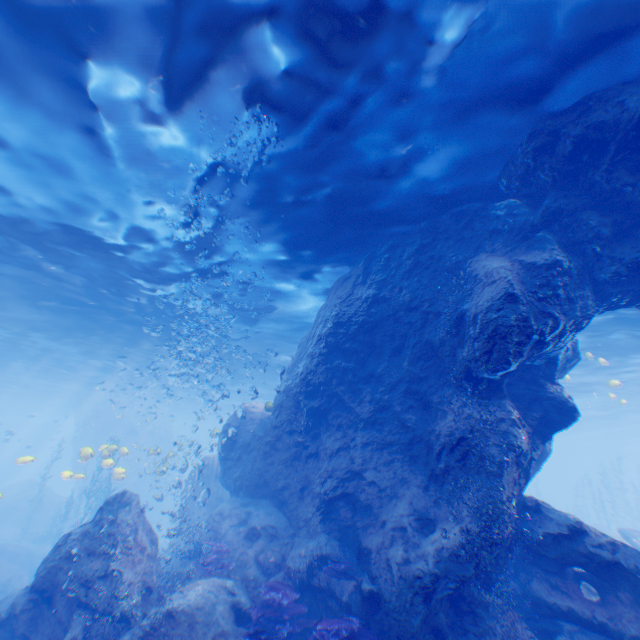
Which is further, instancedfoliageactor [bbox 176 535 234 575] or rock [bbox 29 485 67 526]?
rock [bbox 29 485 67 526]

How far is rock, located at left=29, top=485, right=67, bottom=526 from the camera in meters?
29.8

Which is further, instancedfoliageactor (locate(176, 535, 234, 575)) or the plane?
the plane

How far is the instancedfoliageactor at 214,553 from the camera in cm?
903

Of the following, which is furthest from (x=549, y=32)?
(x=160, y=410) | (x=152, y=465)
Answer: (x=160, y=410)

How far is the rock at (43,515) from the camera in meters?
29.8 m

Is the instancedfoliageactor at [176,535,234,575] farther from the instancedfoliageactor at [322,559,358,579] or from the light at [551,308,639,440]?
the instancedfoliageactor at [322,559,358,579]

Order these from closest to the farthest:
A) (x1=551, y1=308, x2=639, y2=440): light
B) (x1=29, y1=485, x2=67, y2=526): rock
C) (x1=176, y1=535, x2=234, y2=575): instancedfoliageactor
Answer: (x1=176, y1=535, x2=234, y2=575): instancedfoliageactor
(x1=551, y1=308, x2=639, y2=440): light
(x1=29, y1=485, x2=67, y2=526): rock
